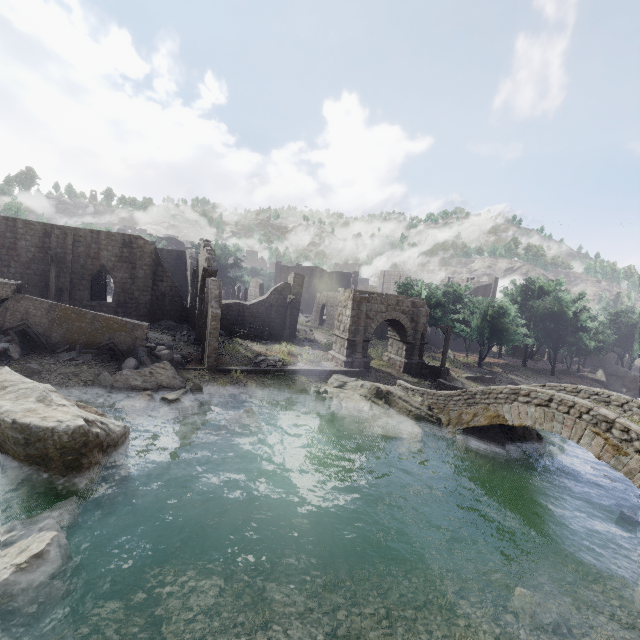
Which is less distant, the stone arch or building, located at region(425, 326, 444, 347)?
the stone arch

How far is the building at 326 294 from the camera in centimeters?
4909cm

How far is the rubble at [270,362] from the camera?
22.1m

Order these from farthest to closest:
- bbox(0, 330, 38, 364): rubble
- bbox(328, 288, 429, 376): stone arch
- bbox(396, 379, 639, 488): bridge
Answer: bbox(328, 288, 429, 376): stone arch < bbox(0, 330, 38, 364): rubble < bbox(396, 379, 639, 488): bridge

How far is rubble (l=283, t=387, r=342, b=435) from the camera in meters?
17.8

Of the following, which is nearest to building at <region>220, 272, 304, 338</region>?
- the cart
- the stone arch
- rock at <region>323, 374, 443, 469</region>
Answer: the stone arch

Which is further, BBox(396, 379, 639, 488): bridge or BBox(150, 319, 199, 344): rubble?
BBox(150, 319, 199, 344): rubble

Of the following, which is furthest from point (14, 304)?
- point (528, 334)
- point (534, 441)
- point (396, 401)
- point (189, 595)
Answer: point (528, 334)
